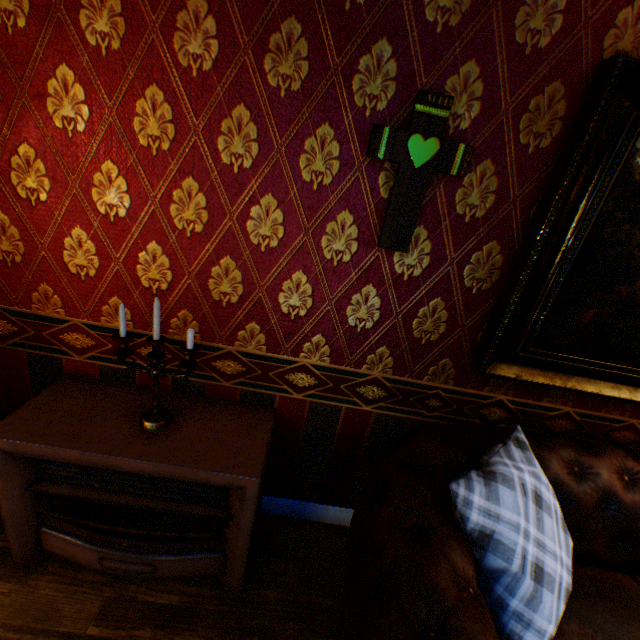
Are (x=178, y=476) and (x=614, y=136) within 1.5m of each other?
no

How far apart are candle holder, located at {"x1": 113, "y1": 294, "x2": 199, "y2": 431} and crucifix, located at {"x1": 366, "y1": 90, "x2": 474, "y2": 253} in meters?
1.0

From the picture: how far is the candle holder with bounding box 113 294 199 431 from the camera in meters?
1.4 m

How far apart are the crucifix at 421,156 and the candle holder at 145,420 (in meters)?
0.97

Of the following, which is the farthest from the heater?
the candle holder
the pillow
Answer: the pillow

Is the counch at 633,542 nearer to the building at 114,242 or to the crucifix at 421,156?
the building at 114,242

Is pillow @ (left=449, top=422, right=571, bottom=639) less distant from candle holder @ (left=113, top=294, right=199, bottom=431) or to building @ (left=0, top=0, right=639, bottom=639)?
building @ (left=0, top=0, right=639, bottom=639)

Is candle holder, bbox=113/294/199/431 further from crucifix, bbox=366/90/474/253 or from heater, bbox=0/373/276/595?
crucifix, bbox=366/90/474/253
